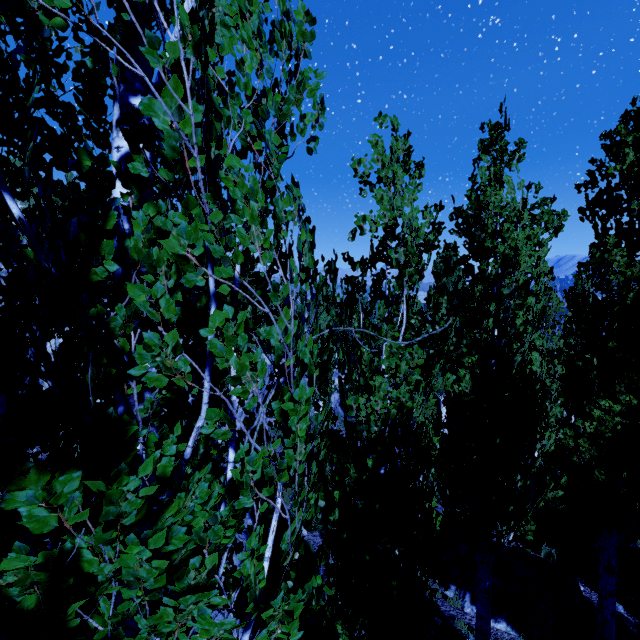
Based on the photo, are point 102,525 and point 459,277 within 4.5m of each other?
no

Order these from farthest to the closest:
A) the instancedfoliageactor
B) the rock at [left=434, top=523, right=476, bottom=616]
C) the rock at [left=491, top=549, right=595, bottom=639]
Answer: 1. the rock at [left=434, top=523, right=476, bottom=616]
2. the rock at [left=491, top=549, right=595, bottom=639]
3. the instancedfoliageactor

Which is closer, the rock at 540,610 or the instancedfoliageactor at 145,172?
the instancedfoliageactor at 145,172

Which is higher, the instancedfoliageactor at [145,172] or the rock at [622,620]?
the instancedfoliageactor at [145,172]

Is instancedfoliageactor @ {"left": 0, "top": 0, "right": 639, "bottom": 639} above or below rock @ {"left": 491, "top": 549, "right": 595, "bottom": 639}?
above

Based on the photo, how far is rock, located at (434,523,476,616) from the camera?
8.03m

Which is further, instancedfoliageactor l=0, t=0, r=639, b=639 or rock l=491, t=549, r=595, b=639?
rock l=491, t=549, r=595, b=639
